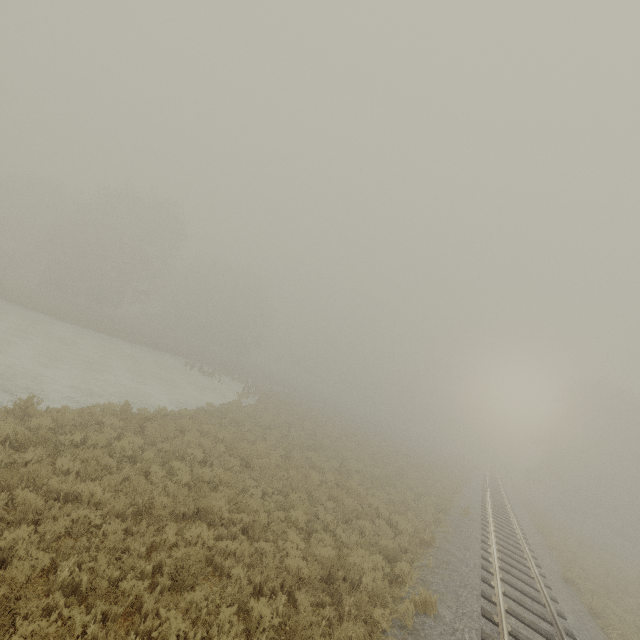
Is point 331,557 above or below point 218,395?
above
